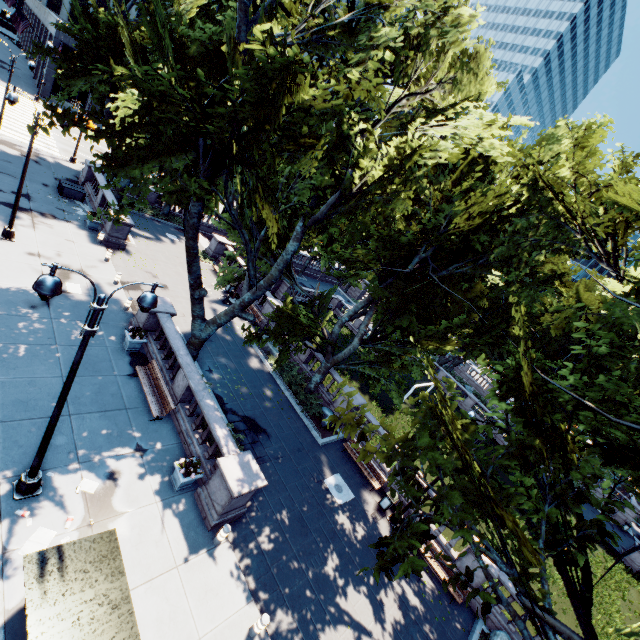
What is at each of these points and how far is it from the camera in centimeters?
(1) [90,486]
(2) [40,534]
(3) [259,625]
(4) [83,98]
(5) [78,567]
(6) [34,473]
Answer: (1) instancedfoliageactor, 1020cm
(2) instancedfoliageactor, 865cm
(3) pillar, 921cm
(4) building, 4853cm
(5) bus stop, 679cm
(6) light, 895cm

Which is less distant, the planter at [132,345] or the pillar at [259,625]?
the pillar at [259,625]

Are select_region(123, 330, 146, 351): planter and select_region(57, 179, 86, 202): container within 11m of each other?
no

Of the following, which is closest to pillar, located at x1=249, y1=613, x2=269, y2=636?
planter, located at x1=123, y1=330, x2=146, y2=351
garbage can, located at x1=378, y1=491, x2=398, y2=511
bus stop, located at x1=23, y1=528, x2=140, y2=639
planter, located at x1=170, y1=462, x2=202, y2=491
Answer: bus stop, located at x1=23, y1=528, x2=140, y2=639

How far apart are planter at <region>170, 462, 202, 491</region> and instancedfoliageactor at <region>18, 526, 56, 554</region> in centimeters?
337cm

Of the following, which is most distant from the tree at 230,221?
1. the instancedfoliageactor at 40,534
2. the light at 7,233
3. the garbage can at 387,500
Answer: the instancedfoliageactor at 40,534

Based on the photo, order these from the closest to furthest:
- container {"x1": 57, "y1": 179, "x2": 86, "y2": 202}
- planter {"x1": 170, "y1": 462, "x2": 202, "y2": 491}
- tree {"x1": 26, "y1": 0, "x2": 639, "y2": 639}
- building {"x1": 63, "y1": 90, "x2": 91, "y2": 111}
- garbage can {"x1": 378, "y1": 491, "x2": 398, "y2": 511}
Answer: tree {"x1": 26, "y1": 0, "x2": 639, "y2": 639} < planter {"x1": 170, "y1": 462, "x2": 202, "y2": 491} < garbage can {"x1": 378, "y1": 491, "x2": 398, "y2": 511} < container {"x1": 57, "y1": 179, "x2": 86, "y2": 202} < building {"x1": 63, "y1": 90, "x2": 91, "y2": 111}

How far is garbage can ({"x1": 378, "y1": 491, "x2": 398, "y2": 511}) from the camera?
16.6 meters
